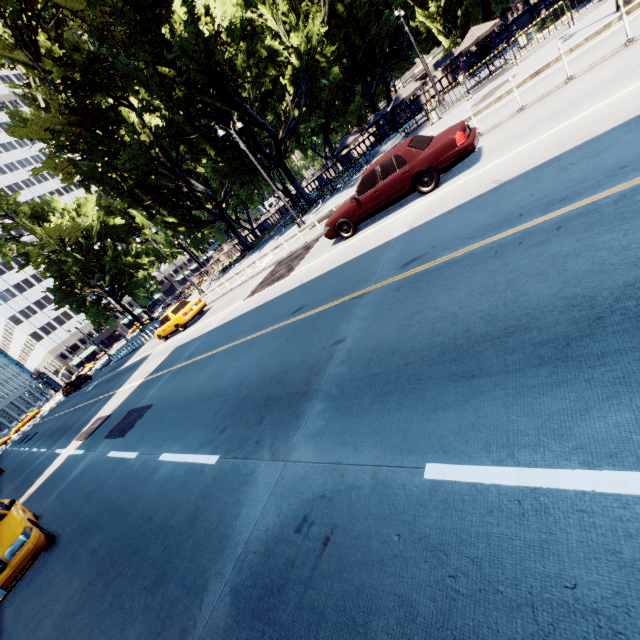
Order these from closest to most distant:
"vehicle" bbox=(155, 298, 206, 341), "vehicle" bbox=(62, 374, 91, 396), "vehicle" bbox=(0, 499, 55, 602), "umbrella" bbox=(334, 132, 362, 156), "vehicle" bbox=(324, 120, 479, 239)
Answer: "vehicle" bbox=(0, 499, 55, 602), "vehicle" bbox=(324, 120, 479, 239), "vehicle" bbox=(155, 298, 206, 341), "umbrella" bbox=(334, 132, 362, 156), "vehicle" bbox=(62, 374, 91, 396)

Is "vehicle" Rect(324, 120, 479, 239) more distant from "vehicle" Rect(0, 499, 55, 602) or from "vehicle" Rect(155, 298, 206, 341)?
"vehicle" Rect(155, 298, 206, 341)

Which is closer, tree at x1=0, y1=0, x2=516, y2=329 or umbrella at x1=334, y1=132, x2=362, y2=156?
tree at x1=0, y1=0, x2=516, y2=329

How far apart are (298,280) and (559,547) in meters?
9.7

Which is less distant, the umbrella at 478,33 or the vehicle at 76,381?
the umbrella at 478,33

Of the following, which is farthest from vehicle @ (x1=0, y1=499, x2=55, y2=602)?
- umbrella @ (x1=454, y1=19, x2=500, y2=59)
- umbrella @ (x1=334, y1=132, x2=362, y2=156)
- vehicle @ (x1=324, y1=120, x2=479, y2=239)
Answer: umbrella @ (x1=454, y1=19, x2=500, y2=59)

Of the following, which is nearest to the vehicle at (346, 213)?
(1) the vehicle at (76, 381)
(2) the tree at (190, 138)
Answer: (2) the tree at (190, 138)

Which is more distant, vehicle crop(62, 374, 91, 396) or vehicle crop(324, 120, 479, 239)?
vehicle crop(62, 374, 91, 396)
